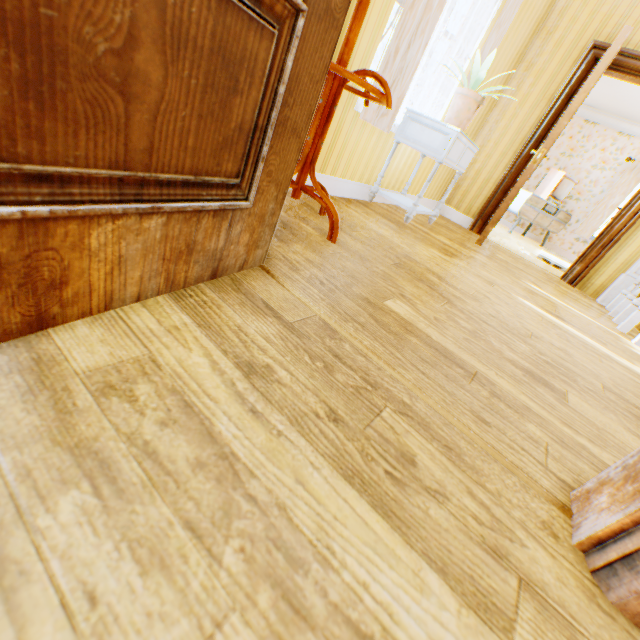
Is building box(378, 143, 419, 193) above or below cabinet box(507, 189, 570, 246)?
below

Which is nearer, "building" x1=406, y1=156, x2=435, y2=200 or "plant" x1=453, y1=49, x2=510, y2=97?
"plant" x1=453, y1=49, x2=510, y2=97

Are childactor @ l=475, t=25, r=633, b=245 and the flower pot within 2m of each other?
yes

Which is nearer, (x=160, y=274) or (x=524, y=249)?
(x=160, y=274)

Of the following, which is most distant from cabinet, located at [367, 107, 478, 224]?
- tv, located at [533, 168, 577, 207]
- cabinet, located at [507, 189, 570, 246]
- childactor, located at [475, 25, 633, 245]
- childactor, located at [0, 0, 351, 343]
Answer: tv, located at [533, 168, 577, 207]

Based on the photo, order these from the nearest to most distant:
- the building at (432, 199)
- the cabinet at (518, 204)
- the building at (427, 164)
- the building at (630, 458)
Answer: the building at (630, 458), the building at (427, 164), the building at (432, 199), the cabinet at (518, 204)

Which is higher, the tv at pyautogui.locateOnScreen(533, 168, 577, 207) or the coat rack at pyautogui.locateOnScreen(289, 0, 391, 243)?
the tv at pyautogui.locateOnScreen(533, 168, 577, 207)

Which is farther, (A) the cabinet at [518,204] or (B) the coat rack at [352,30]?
(A) the cabinet at [518,204]
